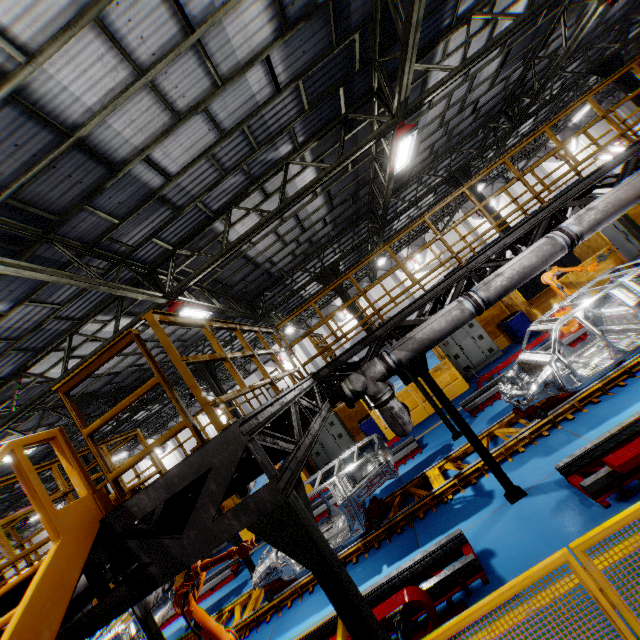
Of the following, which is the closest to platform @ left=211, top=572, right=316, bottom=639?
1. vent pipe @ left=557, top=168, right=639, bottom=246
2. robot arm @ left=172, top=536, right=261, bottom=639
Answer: robot arm @ left=172, top=536, right=261, bottom=639

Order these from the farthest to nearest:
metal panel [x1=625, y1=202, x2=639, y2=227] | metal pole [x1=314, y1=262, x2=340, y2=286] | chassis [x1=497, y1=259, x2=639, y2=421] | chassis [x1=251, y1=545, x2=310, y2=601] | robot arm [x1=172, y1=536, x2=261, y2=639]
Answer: Result: metal pole [x1=314, y1=262, x2=340, y2=286] → metal panel [x1=625, y1=202, x2=639, y2=227] → chassis [x1=251, y1=545, x2=310, y2=601] → chassis [x1=497, y1=259, x2=639, y2=421] → robot arm [x1=172, y1=536, x2=261, y2=639]

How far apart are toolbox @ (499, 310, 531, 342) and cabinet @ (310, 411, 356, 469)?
8.71m

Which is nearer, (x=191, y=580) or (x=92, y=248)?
(x=191, y=580)

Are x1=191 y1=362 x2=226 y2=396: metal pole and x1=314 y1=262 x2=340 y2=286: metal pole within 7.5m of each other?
→ yes

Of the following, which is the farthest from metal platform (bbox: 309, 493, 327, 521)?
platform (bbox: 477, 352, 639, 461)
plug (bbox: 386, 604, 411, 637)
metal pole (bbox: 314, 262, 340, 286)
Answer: plug (bbox: 386, 604, 411, 637)

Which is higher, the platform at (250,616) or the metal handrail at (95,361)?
the metal handrail at (95,361)

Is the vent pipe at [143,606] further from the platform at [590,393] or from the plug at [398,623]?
the plug at [398,623]
